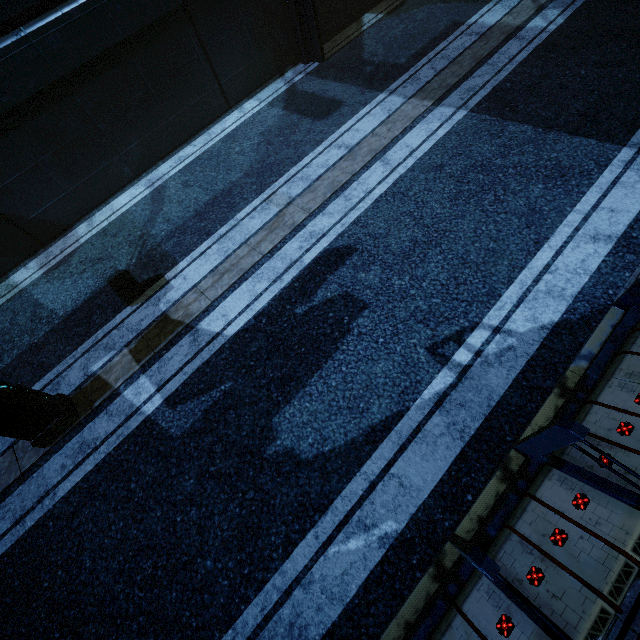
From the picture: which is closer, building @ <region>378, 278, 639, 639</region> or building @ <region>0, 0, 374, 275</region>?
building @ <region>378, 278, 639, 639</region>

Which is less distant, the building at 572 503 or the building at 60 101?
the building at 572 503

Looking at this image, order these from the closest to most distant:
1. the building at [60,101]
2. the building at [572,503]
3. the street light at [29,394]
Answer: A: the building at [572,503] → the street light at [29,394] → the building at [60,101]

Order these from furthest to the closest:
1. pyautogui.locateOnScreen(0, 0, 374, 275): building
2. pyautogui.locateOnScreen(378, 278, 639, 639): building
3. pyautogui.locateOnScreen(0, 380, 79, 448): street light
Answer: pyautogui.locateOnScreen(0, 0, 374, 275): building → pyautogui.locateOnScreen(0, 380, 79, 448): street light → pyautogui.locateOnScreen(378, 278, 639, 639): building

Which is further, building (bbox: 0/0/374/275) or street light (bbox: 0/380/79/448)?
building (bbox: 0/0/374/275)

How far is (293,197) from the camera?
6.6 meters
